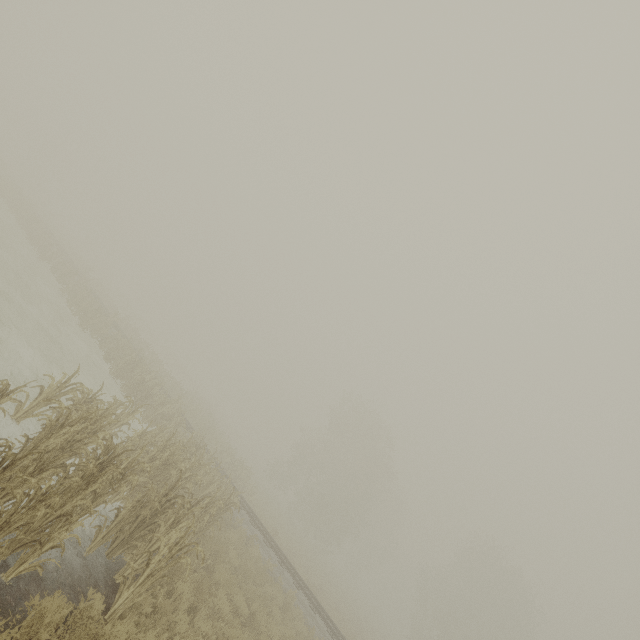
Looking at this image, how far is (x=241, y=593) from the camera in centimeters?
993cm
